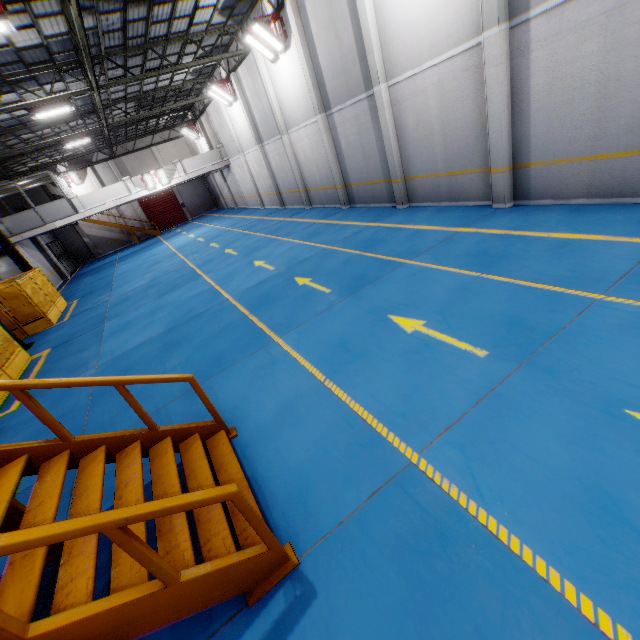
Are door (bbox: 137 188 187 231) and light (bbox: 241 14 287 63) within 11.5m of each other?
no

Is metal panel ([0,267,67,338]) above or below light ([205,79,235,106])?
below

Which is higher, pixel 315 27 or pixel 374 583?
pixel 315 27

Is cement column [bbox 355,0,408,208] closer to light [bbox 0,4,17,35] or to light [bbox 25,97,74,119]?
light [bbox 0,4,17,35]

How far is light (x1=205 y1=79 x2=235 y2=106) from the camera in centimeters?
1952cm

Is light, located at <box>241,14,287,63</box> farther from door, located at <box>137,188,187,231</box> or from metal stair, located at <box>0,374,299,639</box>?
door, located at <box>137,188,187,231</box>

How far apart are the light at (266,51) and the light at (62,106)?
8.1m

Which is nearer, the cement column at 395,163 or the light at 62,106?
the cement column at 395,163
